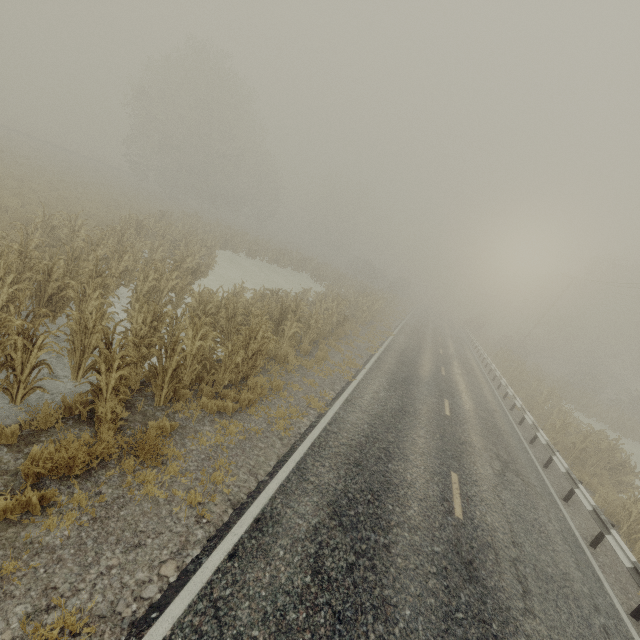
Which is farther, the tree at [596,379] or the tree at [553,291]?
the tree at [553,291]

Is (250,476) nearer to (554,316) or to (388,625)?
(388,625)

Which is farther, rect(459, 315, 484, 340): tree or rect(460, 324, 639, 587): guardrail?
rect(459, 315, 484, 340): tree

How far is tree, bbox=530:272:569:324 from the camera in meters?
55.7

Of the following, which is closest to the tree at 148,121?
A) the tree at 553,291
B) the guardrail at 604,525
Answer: the guardrail at 604,525

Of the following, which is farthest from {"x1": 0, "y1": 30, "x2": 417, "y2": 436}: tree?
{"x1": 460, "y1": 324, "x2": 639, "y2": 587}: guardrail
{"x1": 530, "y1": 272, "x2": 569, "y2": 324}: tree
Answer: {"x1": 530, "y1": 272, "x2": 569, "y2": 324}: tree

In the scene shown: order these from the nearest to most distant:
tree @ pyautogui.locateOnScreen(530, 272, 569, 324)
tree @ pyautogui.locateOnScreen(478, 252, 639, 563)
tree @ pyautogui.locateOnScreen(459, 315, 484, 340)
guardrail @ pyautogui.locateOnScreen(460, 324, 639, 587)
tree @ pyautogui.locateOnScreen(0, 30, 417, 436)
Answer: tree @ pyautogui.locateOnScreen(0, 30, 417, 436)
guardrail @ pyautogui.locateOnScreen(460, 324, 639, 587)
tree @ pyautogui.locateOnScreen(478, 252, 639, 563)
tree @ pyautogui.locateOnScreen(459, 315, 484, 340)
tree @ pyautogui.locateOnScreen(530, 272, 569, 324)

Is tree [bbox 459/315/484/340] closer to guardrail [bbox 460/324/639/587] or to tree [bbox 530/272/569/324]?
guardrail [bbox 460/324/639/587]
